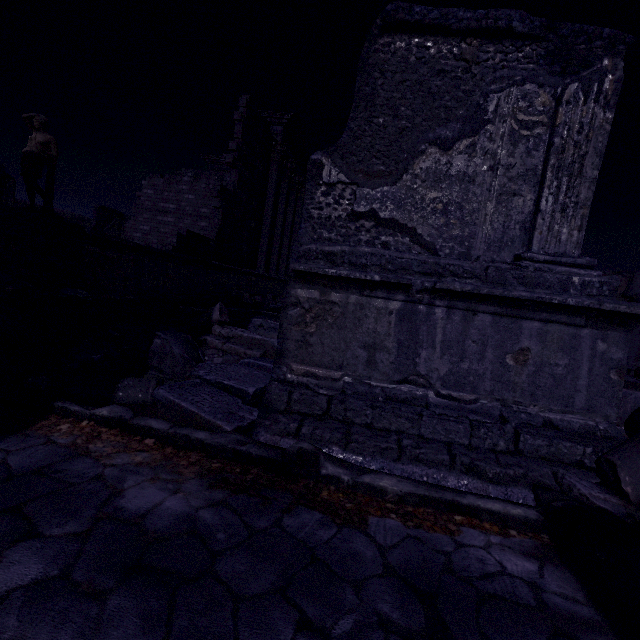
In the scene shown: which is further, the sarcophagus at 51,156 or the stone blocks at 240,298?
the stone blocks at 240,298

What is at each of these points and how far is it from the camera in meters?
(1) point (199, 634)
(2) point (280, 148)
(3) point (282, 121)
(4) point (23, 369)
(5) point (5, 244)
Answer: (1) relief sculpture, 1.2
(2) building debris, 13.3
(3) debris pile, 13.1
(4) column piece, 3.4
(5) building base, 6.5

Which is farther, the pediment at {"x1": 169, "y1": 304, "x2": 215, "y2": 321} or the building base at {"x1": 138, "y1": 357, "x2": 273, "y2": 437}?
the pediment at {"x1": 169, "y1": 304, "x2": 215, "y2": 321}

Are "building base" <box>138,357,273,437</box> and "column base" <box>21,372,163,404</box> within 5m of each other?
yes

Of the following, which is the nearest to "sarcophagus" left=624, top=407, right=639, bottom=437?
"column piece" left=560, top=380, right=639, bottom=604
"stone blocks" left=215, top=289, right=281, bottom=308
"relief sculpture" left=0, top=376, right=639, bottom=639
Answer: "column piece" left=560, top=380, right=639, bottom=604

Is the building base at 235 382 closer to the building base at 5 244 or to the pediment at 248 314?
the pediment at 248 314

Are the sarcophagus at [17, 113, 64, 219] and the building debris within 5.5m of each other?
no

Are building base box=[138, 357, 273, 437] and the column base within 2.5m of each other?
yes
